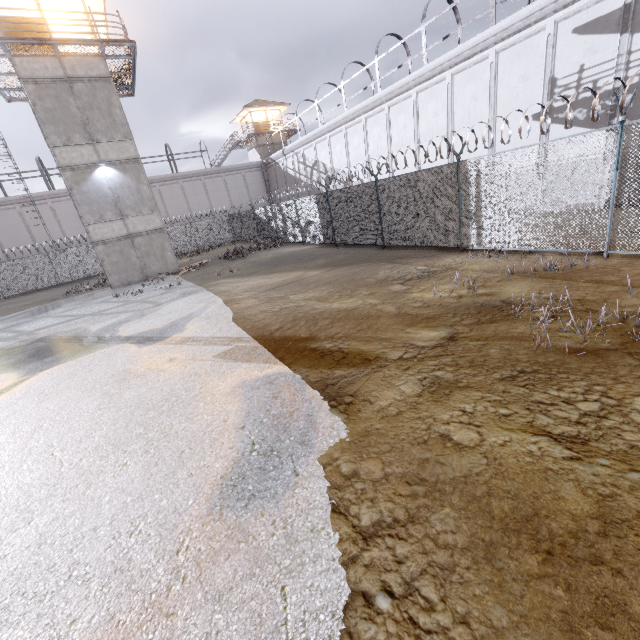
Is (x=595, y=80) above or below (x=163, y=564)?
above

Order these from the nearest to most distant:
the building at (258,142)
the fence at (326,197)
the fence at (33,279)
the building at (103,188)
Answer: the fence at (326,197) → the building at (103,188) → the fence at (33,279) → the building at (258,142)

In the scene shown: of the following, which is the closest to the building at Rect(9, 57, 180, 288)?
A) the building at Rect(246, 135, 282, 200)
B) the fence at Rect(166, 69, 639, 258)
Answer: the fence at Rect(166, 69, 639, 258)

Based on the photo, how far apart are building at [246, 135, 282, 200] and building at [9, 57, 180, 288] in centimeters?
2362cm

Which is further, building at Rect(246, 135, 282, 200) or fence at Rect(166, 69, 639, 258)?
building at Rect(246, 135, 282, 200)

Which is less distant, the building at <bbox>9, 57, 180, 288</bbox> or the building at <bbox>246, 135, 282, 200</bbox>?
the building at <bbox>9, 57, 180, 288</bbox>

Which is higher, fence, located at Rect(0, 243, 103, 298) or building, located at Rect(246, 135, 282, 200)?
building, located at Rect(246, 135, 282, 200)

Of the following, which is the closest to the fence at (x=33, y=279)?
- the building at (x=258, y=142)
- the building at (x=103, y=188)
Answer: the building at (x=103, y=188)
